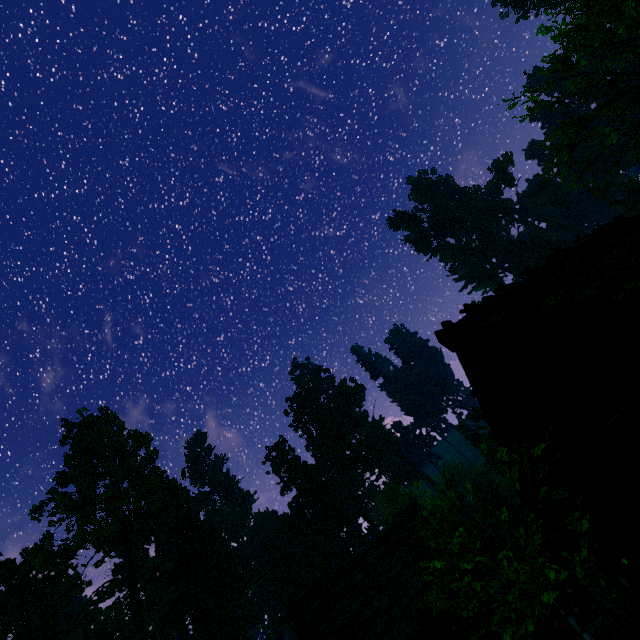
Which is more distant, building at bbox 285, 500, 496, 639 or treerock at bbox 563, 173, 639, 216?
treerock at bbox 563, 173, 639, 216

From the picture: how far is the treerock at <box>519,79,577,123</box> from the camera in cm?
1716

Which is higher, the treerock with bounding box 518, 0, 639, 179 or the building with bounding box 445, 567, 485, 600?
the treerock with bounding box 518, 0, 639, 179

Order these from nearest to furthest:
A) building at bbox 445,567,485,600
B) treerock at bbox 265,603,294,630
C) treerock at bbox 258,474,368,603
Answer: building at bbox 445,567,485,600 < treerock at bbox 265,603,294,630 < treerock at bbox 258,474,368,603

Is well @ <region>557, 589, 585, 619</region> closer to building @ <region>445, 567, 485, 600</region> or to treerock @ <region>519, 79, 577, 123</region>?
building @ <region>445, 567, 485, 600</region>

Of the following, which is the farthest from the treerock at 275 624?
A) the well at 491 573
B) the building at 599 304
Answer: the well at 491 573

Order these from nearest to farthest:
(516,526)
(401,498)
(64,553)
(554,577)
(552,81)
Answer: (554,577) < (552,81) < (516,526) < (401,498) < (64,553)

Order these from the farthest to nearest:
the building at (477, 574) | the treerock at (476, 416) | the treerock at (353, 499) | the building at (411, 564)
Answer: the treerock at (353, 499) → the treerock at (476, 416) → the building at (477, 574) → the building at (411, 564)
